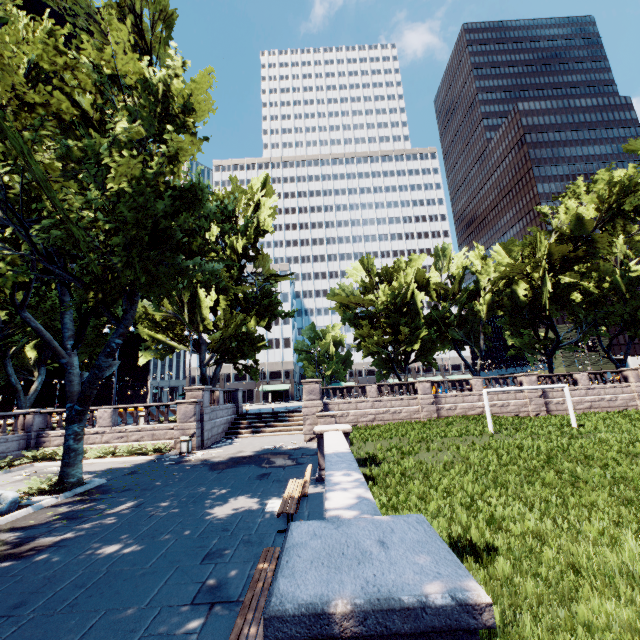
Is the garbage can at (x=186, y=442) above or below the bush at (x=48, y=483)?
above

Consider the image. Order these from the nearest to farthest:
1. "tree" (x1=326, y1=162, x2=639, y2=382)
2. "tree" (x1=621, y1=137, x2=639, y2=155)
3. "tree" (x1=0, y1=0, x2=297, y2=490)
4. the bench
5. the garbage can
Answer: the bench < "tree" (x1=0, y1=0, x2=297, y2=490) < the garbage can < "tree" (x1=621, y1=137, x2=639, y2=155) < "tree" (x1=326, y1=162, x2=639, y2=382)

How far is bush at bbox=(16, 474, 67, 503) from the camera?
11.1m

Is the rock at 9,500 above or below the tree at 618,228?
below

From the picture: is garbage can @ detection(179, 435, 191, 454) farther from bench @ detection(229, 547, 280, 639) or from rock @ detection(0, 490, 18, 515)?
bench @ detection(229, 547, 280, 639)

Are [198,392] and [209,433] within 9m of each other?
yes

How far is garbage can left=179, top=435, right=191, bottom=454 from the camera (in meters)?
19.02

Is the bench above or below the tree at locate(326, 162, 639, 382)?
below
